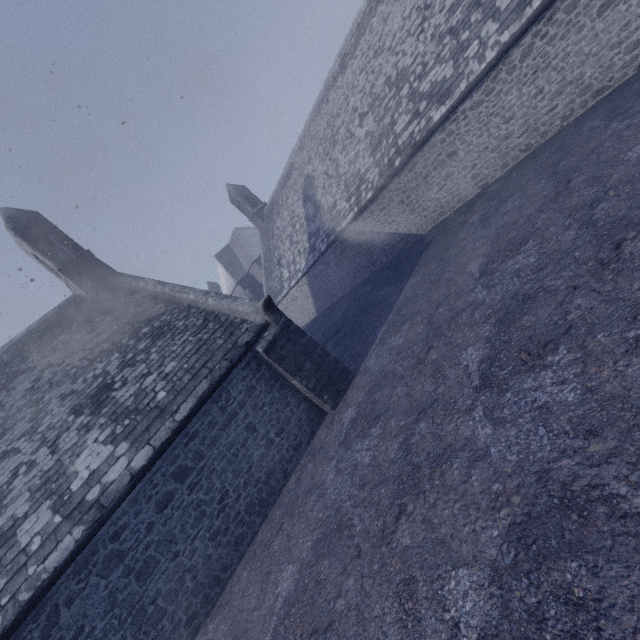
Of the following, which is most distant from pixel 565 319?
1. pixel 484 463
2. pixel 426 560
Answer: pixel 426 560
